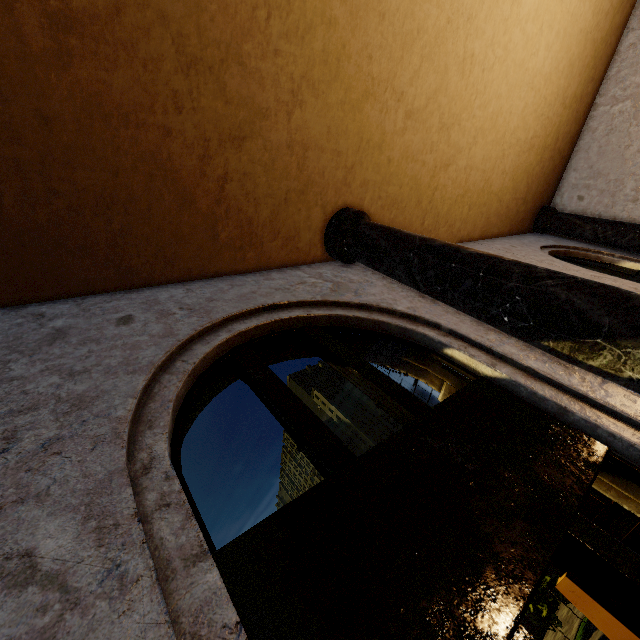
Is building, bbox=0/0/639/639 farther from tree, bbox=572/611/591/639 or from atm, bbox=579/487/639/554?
tree, bbox=572/611/591/639

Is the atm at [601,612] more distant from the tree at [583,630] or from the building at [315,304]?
the tree at [583,630]

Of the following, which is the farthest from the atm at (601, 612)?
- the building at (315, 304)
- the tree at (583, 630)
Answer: the tree at (583, 630)

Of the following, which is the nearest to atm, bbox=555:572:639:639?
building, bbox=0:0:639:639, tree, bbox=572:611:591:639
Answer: building, bbox=0:0:639:639

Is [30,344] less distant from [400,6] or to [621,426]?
[621,426]

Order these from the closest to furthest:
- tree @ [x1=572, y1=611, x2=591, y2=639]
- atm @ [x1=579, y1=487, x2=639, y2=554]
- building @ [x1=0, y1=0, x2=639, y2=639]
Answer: building @ [x1=0, y1=0, x2=639, y2=639], atm @ [x1=579, y1=487, x2=639, y2=554], tree @ [x1=572, y1=611, x2=591, y2=639]
